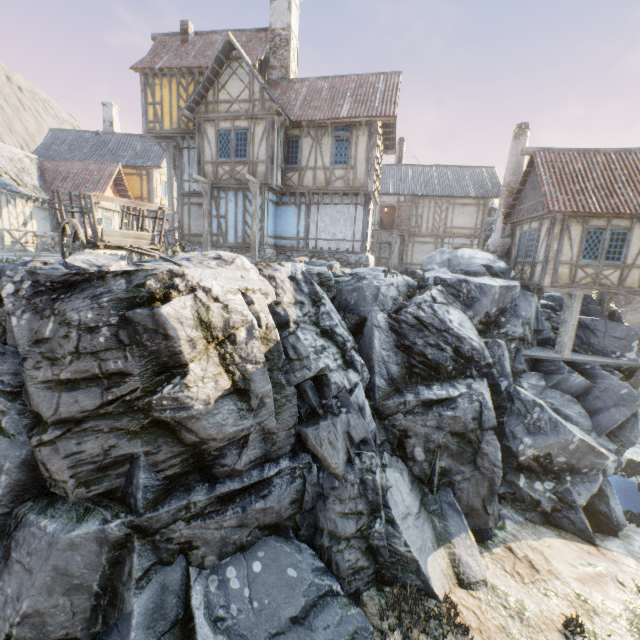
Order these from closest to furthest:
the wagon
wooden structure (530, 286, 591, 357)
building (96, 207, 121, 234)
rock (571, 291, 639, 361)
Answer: the wagon
wooden structure (530, 286, 591, 357)
rock (571, 291, 639, 361)
building (96, 207, 121, 234)

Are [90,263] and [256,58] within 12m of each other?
no

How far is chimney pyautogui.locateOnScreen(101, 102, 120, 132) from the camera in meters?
26.6

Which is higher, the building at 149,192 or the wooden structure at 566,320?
the building at 149,192

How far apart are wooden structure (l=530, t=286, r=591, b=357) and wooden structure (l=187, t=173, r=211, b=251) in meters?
15.6 m

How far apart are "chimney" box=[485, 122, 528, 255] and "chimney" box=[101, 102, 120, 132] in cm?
2964

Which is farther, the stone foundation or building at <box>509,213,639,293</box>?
the stone foundation

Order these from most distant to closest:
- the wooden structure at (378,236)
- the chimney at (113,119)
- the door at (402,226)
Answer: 1. the chimney at (113,119)
2. the door at (402,226)
3. the wooden structure at (378,236)
